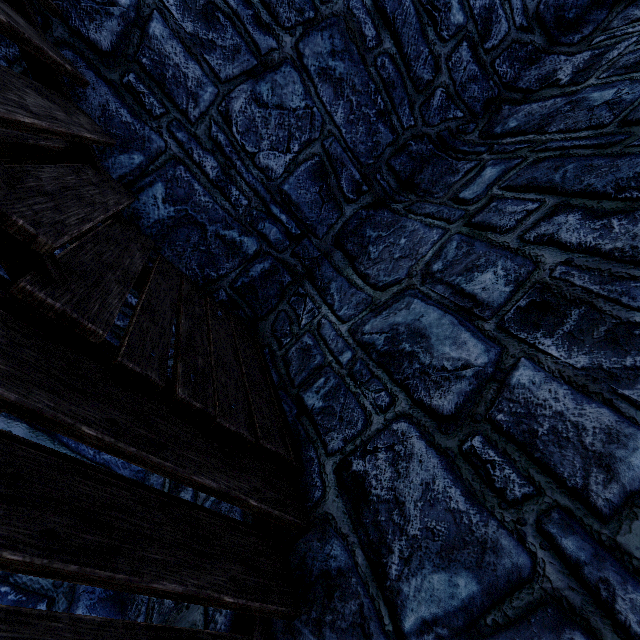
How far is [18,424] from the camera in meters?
2.6
